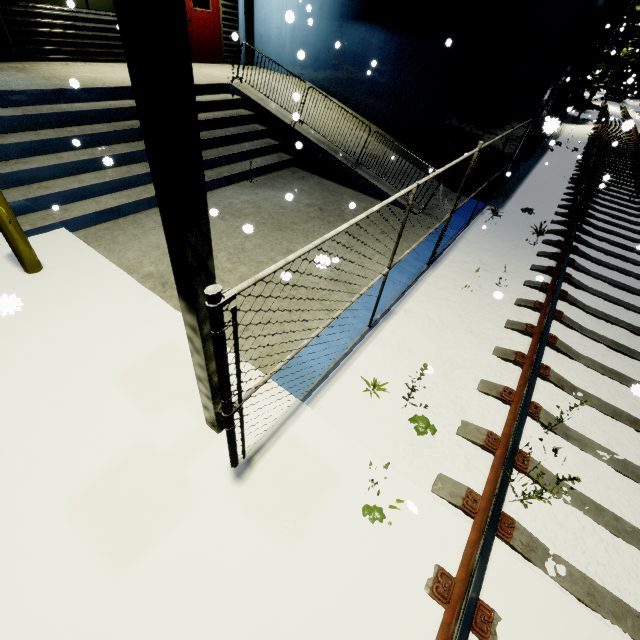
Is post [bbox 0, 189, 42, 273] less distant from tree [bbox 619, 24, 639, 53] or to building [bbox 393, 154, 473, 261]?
building [bbox 393, 154, 473, 261]

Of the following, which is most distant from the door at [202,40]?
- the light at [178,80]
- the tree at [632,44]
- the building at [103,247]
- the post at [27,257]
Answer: the tree at [632,44]

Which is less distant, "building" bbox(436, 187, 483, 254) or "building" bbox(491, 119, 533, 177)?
"building" bbox(436, 187, 483, 254)

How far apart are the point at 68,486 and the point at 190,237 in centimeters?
245cm

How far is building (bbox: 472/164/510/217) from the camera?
8.8m

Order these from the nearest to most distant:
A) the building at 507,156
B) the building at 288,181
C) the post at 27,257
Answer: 1. the post at 27,257
2. the building at 288,181
3. the building at 507,156

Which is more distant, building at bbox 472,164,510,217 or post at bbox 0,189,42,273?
building at bbox 472,164,510,217
